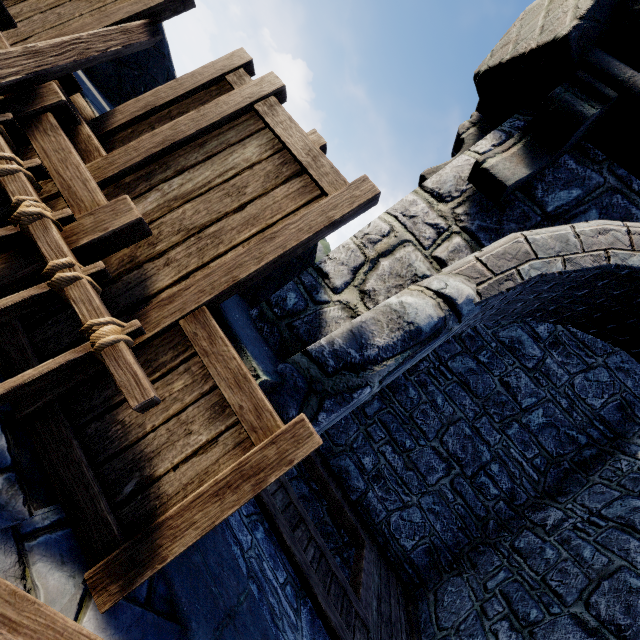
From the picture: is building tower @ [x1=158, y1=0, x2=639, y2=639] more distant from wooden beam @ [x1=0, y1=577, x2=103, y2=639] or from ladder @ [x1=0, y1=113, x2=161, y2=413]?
ladder @ [x1=0, y1=113, x2=161, y2=413]

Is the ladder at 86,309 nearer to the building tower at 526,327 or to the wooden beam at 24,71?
the wooden beam at 24,71

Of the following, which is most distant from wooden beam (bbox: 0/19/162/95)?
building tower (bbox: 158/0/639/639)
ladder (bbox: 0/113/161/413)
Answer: building tower (bbox: 158/0/639/639)

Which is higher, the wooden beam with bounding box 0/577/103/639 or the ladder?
the ladder

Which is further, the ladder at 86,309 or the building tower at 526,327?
the building tower at 526,327

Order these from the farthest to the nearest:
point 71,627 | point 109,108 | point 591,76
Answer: point 109,108 < point 591,76 < point 71,627

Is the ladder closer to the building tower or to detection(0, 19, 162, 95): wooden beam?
detection(0, 19, 162, 95): wooden beam
